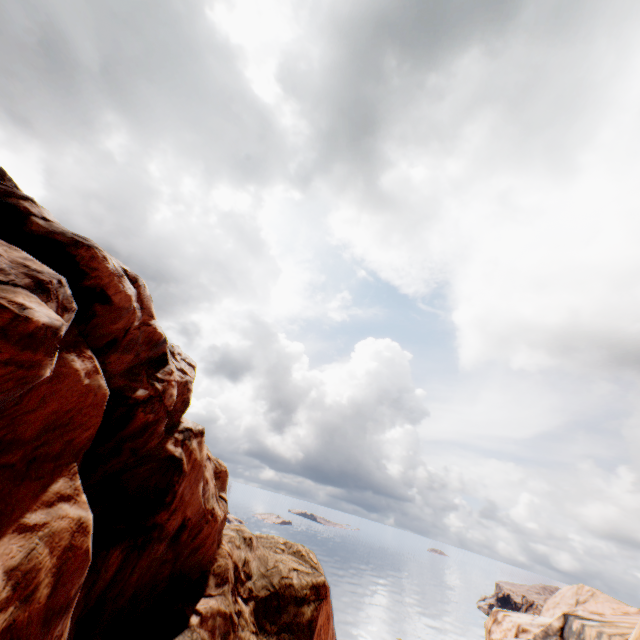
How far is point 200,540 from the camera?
13.90m

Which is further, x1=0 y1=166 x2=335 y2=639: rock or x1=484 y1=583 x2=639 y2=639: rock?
x1=484 y1=583 x2=639 y2=639: rock

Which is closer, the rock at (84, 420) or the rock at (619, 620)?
the rock at (84, 420)
